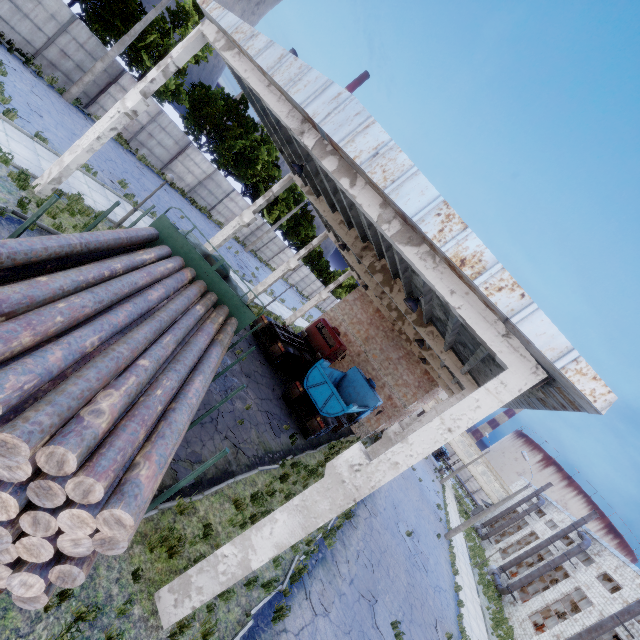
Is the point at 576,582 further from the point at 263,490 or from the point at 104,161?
the point at 104,161

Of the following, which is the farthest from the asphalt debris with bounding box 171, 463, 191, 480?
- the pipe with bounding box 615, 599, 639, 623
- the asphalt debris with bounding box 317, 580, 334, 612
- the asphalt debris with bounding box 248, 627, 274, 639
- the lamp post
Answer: the pipe with bounding box 615, 599, 639, 623

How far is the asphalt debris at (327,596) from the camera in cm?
971

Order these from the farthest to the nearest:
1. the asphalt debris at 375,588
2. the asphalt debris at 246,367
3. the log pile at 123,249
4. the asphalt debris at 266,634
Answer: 1. the asphalt debris at 246,367
2. the asphalt debris at 375,588
3. the asphalt debris at 266,634
4. the log pile at 123,249

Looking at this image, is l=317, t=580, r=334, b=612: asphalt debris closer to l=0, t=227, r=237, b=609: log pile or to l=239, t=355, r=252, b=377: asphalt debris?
l=0, t=227, r=237, b=609: log pile

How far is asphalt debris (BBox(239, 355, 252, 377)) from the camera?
15.6 meters

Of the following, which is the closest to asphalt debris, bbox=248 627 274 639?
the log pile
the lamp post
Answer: the log pile

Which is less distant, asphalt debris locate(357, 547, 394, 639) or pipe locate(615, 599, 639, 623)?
asphalt debris locate(357, 547, 394, 639)
